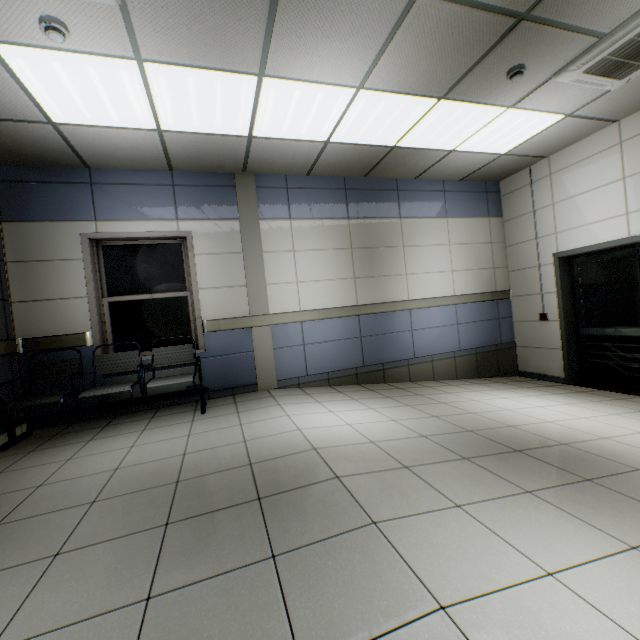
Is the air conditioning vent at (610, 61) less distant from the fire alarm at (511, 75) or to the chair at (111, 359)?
the fire alarm at (511, 75)

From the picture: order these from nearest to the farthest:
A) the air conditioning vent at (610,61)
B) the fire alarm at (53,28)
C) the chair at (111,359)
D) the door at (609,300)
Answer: the fire alarm at (53,28) → the air conditioning vent at (610,61) → the chair at (111,359) → the door at (609,300)

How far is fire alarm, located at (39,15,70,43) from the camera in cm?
220

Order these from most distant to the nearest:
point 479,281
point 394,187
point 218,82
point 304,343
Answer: point 479,281 → point 394,187 → point 304,343 → point 218,82

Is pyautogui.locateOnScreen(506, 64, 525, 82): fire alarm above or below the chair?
above

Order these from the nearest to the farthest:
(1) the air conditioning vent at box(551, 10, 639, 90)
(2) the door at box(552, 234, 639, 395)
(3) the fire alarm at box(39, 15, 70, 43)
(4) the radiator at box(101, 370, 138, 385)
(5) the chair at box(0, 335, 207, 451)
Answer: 1. (3) the fire alarm at box(39, 15, 70, 43)
2. (1) the air conditioning vent at box(551, 10, 639, 90)
3. (5) the chair at box(0, 335, 207, 451)
4. (4) the radiator at box(101, 370, 138, 385)
5. (2) the door at box(552, 234, 639, 395)

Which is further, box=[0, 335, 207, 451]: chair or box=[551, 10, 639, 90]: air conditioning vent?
box=[0, 335, 207, 451]: chair

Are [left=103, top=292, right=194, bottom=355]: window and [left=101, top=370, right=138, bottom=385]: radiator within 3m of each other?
yes
